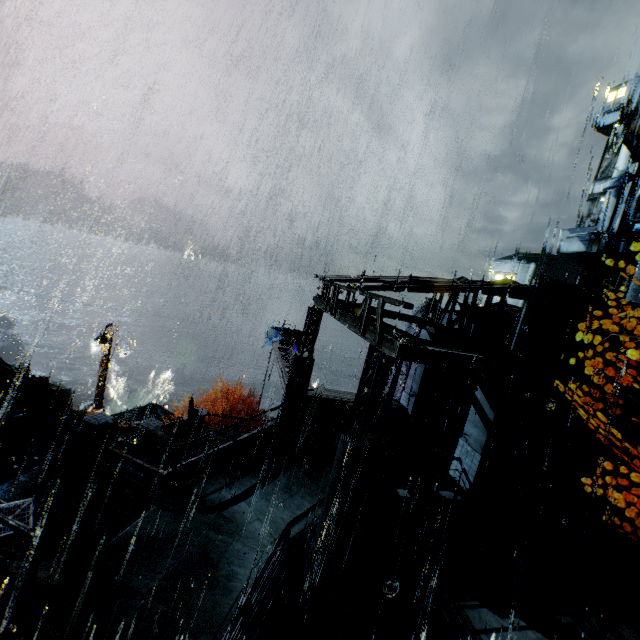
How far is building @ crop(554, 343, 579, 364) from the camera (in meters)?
12.17

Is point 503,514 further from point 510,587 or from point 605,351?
point 605,351

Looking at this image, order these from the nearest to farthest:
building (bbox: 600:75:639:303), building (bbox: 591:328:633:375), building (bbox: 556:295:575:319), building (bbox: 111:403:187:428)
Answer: building (bbox: 556:295:575:319) → building (bbox: 591:328:633:375) → building (bbox: 111:403:187:428) → building (bbox: 600:75:639:303)

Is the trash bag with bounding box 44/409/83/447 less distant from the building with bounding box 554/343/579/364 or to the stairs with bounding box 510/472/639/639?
the building with bounding box 554/343/579/364

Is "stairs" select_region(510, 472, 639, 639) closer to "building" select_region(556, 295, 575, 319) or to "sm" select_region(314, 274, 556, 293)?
"building" select_region(556, 295, 575, 319)

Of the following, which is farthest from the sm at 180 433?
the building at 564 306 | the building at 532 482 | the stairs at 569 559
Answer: the building at 564 306

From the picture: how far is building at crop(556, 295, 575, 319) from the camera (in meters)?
11.77

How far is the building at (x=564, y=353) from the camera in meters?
12.2 m
